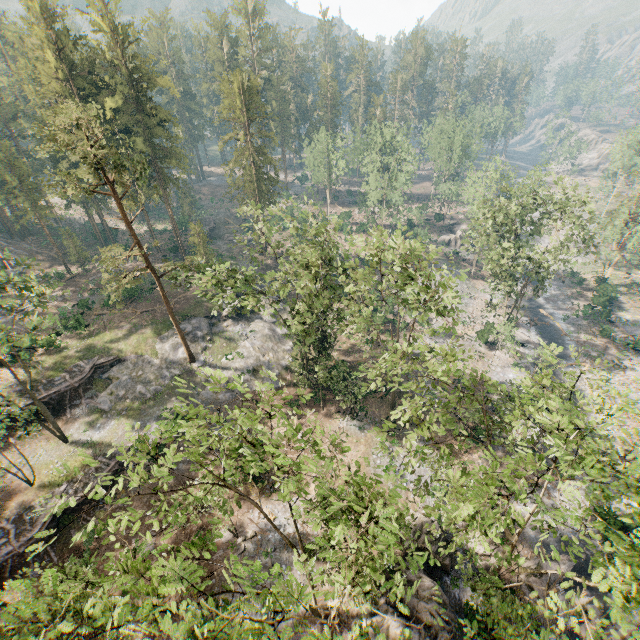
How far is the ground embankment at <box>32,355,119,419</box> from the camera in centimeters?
3133cm

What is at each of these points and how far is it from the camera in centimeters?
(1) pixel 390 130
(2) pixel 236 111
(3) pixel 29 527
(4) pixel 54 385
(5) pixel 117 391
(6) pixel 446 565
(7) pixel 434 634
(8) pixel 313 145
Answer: (1) foliage, 4772cm
(2) foliage, 4338cm
(3) ground embankment, 2402cm
(4) ground embankment, 3203cm
(5) rock, 3353cm
(6) rock, 2225cm
(7) rock, 1948cm
(8) foliage, 5869cm

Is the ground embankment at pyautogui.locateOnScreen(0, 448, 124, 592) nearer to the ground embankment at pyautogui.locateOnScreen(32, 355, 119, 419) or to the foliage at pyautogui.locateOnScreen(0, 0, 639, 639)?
the foliage at pyautogui.locateOnScreen(0, 0, 639, 639)

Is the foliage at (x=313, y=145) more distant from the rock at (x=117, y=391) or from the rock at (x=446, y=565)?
the rock at (x=446, y=565)

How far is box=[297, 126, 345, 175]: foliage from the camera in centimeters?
5619cm

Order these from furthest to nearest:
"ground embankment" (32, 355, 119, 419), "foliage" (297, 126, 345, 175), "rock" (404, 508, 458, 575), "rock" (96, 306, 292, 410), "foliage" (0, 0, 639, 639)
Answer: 1. "foliage" (297, 126, 345, 175)
2. "rock" (96, 306, 292, 410)
3. "ground embankment" (32, 355, 119, 419)
4. "rock" (404, 508, 458, 575)
5. "foliage" (0, 0, 639, 639)

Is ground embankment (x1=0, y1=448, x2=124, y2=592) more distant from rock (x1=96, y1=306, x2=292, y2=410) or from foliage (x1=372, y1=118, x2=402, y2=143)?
rock (x1=96, y1=306, x2=292, y2=410)

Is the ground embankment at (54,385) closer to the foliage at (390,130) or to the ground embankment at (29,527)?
the foliage at (390,130)
